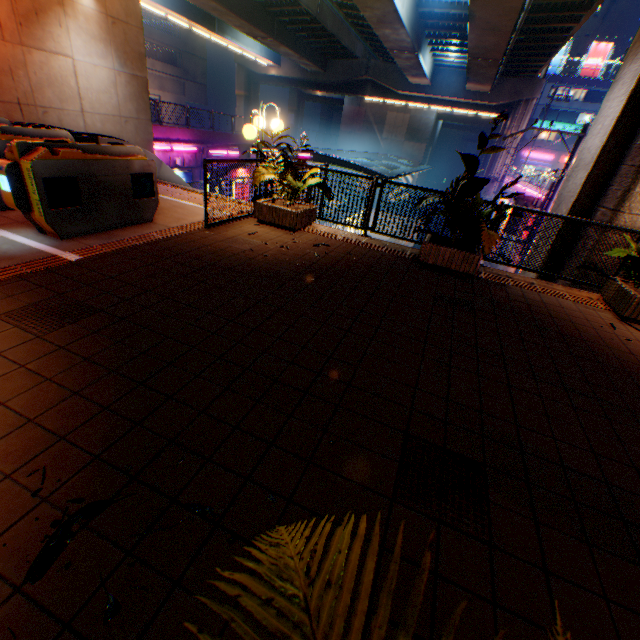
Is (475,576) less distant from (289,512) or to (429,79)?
(289,512)

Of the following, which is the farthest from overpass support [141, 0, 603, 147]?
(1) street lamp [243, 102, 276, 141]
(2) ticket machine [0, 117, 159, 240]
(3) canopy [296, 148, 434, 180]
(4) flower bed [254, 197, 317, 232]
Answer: (2) ticket machine [0, 117, 159, 240]

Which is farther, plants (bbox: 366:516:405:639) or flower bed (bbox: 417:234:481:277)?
flower bed (bbox: 417:234:481:277)

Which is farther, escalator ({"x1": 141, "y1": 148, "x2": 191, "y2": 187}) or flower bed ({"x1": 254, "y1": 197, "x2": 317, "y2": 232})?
A: escalator ({"x1": 141, "y1": 148, "x2": 191, "y2": 187})

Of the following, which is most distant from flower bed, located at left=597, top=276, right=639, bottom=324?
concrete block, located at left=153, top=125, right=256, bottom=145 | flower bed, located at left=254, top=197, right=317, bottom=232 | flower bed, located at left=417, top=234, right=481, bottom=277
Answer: concrete block, located at left=153, top=125, right=256, bottom=145

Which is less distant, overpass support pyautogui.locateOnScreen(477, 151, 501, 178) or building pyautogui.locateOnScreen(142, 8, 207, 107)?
overpass support pyautogui.locateOnScreen(477, 151, 501, 178)

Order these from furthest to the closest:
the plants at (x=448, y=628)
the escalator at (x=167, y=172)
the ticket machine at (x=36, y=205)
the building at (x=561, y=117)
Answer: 1. the building at (x=561, y=117)
2. the escalator at (x=167, y=172)
3. the ticket machine at (x=36, y=205)
4. the plants at (x=448, y=628)

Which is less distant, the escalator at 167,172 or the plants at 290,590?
the plants at 290,590
